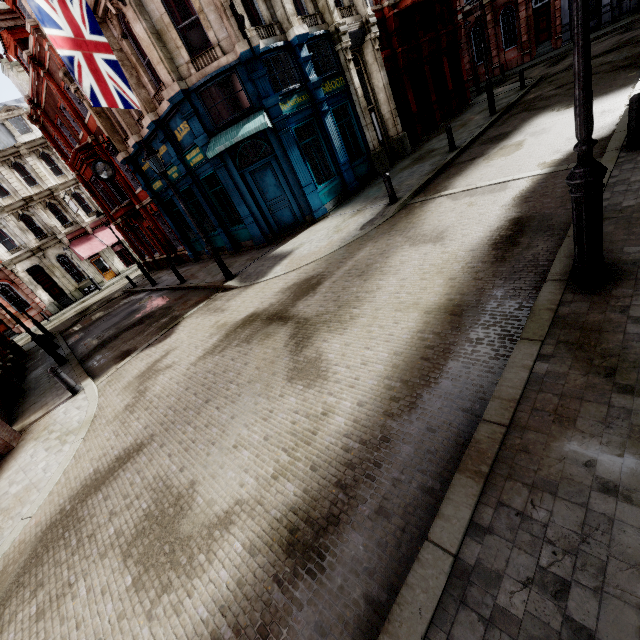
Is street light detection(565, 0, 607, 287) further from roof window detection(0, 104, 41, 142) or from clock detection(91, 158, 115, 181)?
roof window detection(0, 104, 41, 142)

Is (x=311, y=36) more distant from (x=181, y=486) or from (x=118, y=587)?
(x=118, y=587)

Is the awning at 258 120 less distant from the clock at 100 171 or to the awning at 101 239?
the clock at 100 171

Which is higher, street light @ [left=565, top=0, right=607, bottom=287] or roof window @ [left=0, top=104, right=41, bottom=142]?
roof window @ [left=0, top=104, right=41, bottom=142]

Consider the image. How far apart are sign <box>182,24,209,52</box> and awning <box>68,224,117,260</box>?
27.9m

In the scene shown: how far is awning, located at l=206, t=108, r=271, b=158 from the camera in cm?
1045

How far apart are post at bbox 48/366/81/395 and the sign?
11.13m

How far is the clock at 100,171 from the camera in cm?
1588
